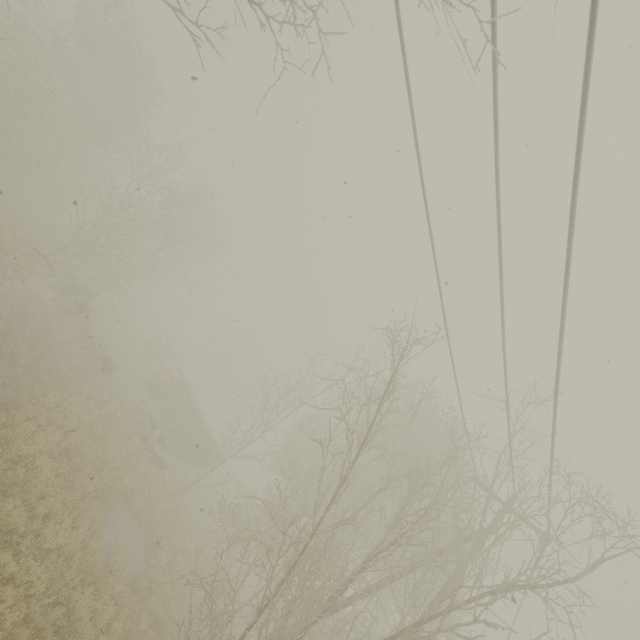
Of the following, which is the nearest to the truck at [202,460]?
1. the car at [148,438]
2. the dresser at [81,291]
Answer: the car at [148,438]

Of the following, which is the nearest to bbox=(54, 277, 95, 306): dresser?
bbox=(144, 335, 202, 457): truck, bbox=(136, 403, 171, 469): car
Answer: bbox=(136, 403, 171, 469): car

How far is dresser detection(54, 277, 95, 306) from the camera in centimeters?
1833cm

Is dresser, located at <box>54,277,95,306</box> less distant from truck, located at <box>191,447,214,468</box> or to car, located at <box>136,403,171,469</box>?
car, located at <box>136,403,171,469</box>

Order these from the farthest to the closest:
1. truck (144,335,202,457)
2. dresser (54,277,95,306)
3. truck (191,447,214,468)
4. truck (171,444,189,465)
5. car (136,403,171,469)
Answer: truck (144,335,202,457) → truck (191,447,214,468) → truck (171,444,189,465) → dresser (54,277,95,306) → car (136,403,171,469)

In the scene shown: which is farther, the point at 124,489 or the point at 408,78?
the point at 124,489

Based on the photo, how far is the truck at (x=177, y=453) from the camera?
21.6m

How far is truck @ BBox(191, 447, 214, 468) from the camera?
22.4m
